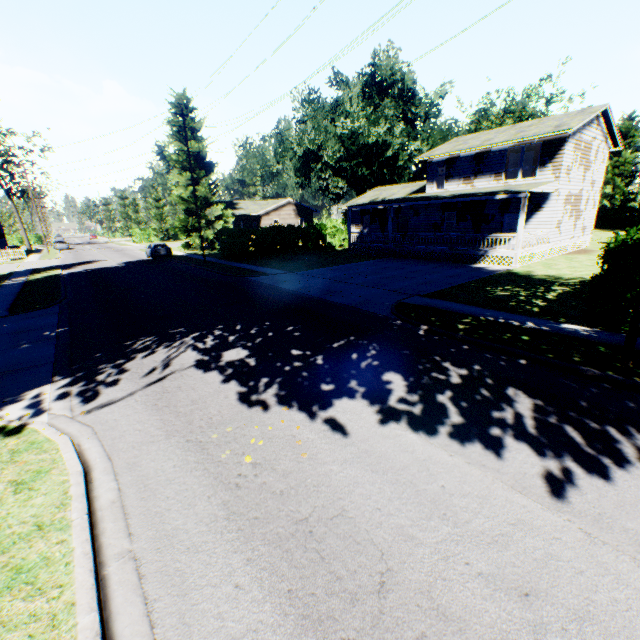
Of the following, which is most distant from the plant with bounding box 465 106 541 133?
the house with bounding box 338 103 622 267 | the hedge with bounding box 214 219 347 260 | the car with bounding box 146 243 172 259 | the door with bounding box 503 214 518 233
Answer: the door with bounding box 503 214 518 233

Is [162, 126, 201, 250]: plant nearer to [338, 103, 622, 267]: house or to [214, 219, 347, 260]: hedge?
[338, 103, 622, 267]: house

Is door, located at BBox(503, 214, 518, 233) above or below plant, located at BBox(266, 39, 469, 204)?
below

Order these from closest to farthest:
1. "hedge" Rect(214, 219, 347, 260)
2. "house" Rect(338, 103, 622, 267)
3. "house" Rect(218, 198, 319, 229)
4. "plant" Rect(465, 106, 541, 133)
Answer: "house" Rect(338, 103, 622, 267)
"hedge" Rect(214, 219, 347, 260)
"plant" Rect(465, 106, 541, 133)
"house" Rect(218, 198, 319, 229)

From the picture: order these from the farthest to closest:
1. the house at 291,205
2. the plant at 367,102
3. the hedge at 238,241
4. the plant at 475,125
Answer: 1. the house at 291,205
2. the plant at 475,125
3. the plant at 367,102
4. the hedge at 238,241

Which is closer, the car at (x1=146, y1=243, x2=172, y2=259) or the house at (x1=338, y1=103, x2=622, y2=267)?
the house at (x1=338, y1=103, x2=622, y2=267)

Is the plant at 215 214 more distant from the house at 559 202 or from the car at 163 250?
the car at 163 250

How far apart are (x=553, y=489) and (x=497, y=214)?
25.3 meters
